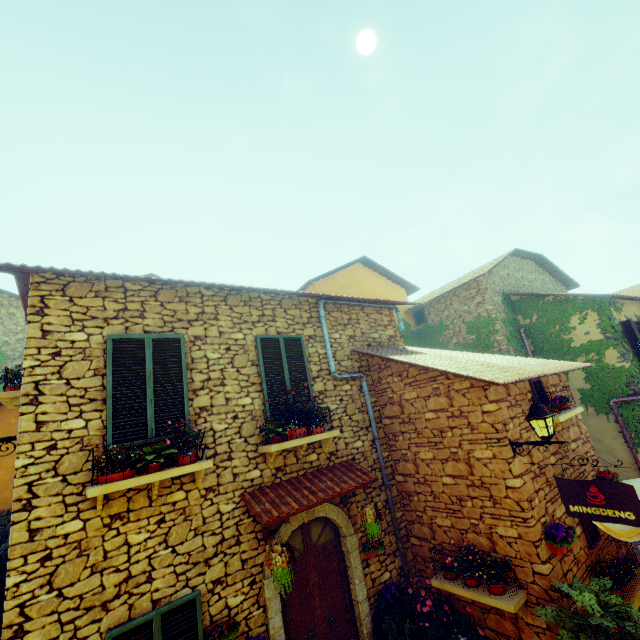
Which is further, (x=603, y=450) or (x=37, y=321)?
(x=603, y=450)

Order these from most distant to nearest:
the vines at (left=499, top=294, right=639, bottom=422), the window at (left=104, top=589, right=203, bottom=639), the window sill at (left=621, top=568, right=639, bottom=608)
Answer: the vines at (left=499, top=294, right=639, bottom=422), the window sill at (left=621, top=568, right=639, bottom=608), the window at (left=104, top=589, right=203, bottom=639)

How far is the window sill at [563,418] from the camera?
6.08m

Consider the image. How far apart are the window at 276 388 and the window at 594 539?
5.43m

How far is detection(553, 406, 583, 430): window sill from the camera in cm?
608

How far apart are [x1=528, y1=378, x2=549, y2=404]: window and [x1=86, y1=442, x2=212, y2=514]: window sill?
6.5m

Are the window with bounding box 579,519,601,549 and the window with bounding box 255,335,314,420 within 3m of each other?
no

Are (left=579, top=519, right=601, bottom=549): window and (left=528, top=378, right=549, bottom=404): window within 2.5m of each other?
yes
